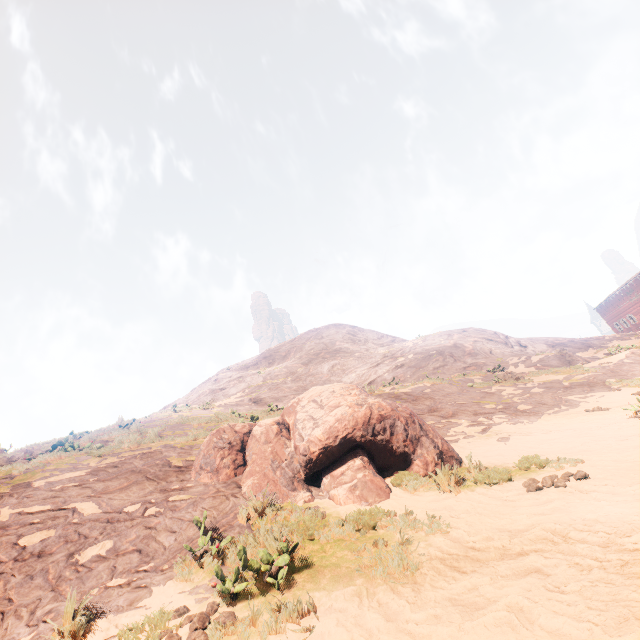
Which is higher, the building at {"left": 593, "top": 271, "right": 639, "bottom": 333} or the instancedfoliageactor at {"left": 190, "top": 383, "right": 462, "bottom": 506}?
the building at {"left": 593, "top": 271, "right": 639, "bottom": 333}

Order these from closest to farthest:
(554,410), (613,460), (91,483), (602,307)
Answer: (613,460) < (91,483) < (554,410) < (602,307)

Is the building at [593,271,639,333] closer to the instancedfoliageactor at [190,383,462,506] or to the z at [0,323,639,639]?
the z at [0,323,639,639]

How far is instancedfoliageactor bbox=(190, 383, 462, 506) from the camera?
5.92m

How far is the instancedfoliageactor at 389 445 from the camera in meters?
5.9 m

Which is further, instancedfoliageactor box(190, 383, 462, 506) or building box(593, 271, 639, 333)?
building box(593, 271, 639, 333)

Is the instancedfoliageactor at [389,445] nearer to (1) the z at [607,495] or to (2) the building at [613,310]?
(1) the z at [607,495]

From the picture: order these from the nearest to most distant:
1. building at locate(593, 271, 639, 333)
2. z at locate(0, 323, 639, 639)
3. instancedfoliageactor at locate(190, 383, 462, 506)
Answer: z at locate(0, 323, 639, 639) → instancedfoliageactor at locate(190, 383, 462, 506) → building at locate(593, 271, 639, 333)
